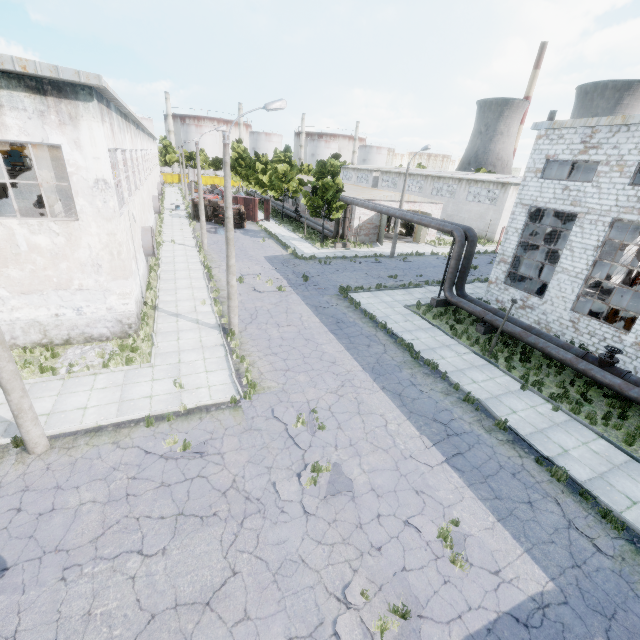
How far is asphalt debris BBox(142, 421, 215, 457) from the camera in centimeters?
955cm

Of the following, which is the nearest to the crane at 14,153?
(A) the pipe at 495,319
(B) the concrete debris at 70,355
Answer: (B) the concrete debris at 70,355

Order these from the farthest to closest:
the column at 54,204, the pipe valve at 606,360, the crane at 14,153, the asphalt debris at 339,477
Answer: the crane at 14,153 < the column at 54,204 < the pipe valve at 606,360 < the asphalt debris at 339,477

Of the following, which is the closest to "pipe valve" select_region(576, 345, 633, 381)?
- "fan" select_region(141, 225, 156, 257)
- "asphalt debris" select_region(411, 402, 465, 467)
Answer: "asphalt debris" select_region(411, 402, 465, 467)

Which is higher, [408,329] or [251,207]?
[251,207]

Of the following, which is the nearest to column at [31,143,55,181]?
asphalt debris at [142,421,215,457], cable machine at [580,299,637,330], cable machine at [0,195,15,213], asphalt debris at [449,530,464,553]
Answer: asphalt debris at [142,421,215,457]

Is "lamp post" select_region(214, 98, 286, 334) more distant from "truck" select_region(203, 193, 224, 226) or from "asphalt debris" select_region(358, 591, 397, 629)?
"truck" select_region(203, 193, 224, 226)

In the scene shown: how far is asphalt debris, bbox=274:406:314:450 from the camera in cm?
1036
